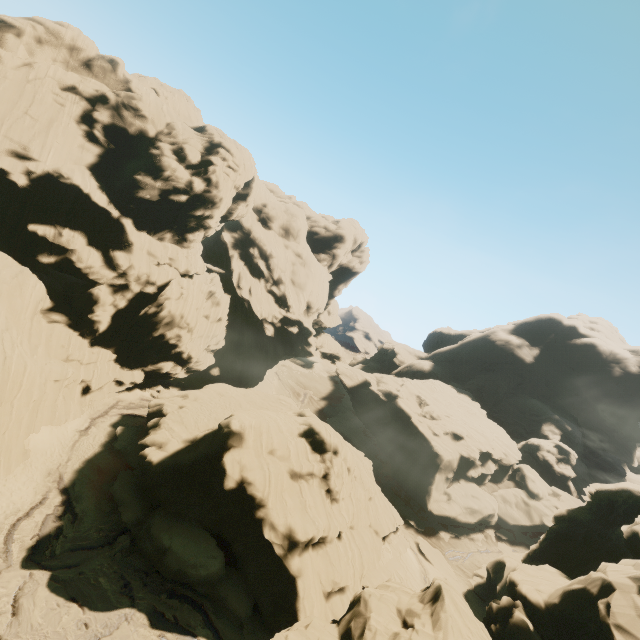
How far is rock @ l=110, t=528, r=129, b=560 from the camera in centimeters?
2275cm

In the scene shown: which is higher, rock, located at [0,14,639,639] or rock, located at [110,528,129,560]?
rock, located at [0,14,639,639]

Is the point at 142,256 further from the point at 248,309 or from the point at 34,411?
the point at 248,309

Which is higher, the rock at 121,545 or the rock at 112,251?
the rock at 112,251

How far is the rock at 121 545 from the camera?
22.8m
